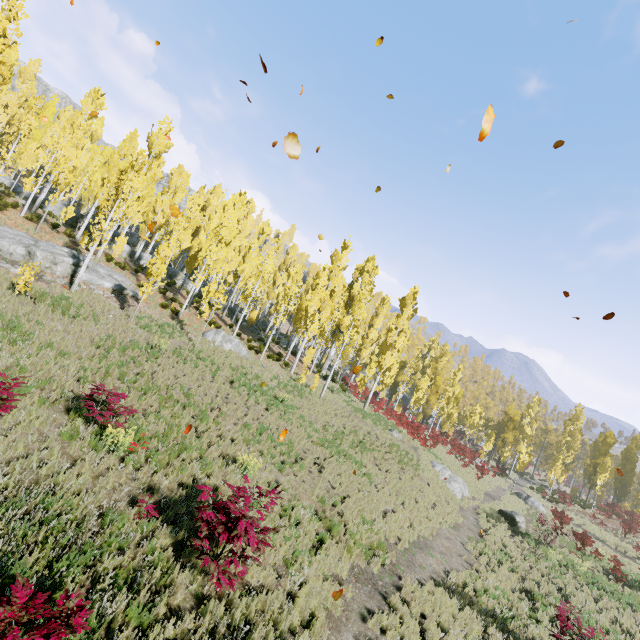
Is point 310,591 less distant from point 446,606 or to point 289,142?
point 446,606

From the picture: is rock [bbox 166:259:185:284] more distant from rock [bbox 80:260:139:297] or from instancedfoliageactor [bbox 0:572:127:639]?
rock [bbox 80:260:139:297]

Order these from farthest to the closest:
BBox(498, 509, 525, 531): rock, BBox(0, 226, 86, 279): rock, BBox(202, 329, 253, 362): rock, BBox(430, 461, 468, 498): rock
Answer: BBox(430, 461, 468, 498): rock → BBox(498, 509, 525, 531): rock → BBox(202, 329, 253, 362): rock → BBox(0, 226, 86, 279): rock

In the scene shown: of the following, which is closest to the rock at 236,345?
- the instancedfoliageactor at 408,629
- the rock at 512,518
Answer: the instancedfoliageactor at 408,629

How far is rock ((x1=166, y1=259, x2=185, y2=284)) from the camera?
34.3m

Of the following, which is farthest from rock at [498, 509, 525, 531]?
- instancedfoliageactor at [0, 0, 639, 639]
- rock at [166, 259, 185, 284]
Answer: rock at [166, 259, 185, 284]

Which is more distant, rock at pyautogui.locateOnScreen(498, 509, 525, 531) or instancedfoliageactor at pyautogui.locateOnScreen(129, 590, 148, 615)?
rock at pyautogui.locateOnScreen(498, 509, 525, 531)

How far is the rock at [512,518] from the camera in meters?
21.7
